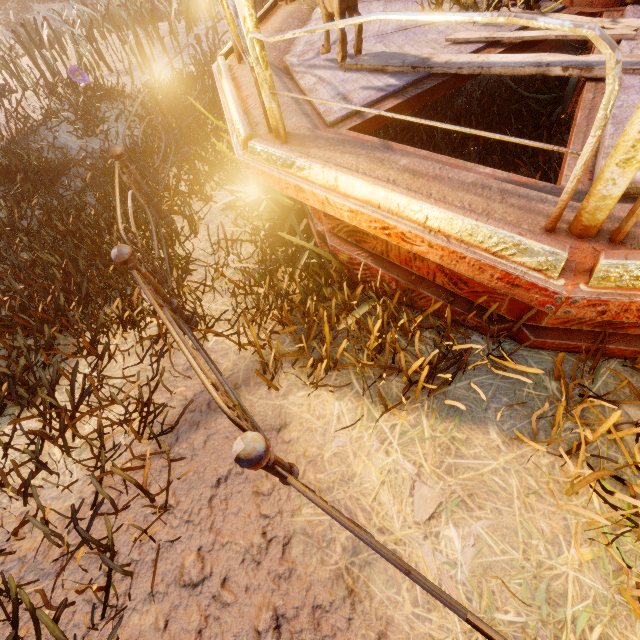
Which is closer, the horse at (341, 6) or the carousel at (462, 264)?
the carousel at (462, 264)

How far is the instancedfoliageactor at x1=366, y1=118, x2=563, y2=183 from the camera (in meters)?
3.19

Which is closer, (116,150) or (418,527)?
(418,527)

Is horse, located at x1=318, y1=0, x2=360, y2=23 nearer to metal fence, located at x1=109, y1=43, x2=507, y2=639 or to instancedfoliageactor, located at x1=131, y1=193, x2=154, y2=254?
instancedfoliageactor, located at x1=131, y1=193, x2=154, y2=254

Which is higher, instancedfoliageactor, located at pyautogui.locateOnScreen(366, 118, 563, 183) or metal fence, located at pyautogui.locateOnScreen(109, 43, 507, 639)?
metal fence, located at pyautogui.locateOnScreen(109, 43, 507, 639)

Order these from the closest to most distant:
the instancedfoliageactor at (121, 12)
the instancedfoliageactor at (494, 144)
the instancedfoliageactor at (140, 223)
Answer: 1. the instancedfoliageactor at (121, 12)
2. the instancedfoliageactor at (494, 144)
3. the instancedfoliageactor at (140, 223)

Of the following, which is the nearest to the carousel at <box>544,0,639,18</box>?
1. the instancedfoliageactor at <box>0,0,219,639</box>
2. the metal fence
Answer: the instancedfoliageactor at <box>0,0,219,639</box>

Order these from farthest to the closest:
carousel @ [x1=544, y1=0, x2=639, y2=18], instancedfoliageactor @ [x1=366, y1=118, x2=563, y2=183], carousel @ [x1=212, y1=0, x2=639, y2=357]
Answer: instancedfoliageactor @ [x1=366, y1=118, x2=563, y2=183] → carousel @ [x1=544, y1=0, x2=639, y2=18] → carousel @ [x1=212, y1=0, x2=639, y2=357]
